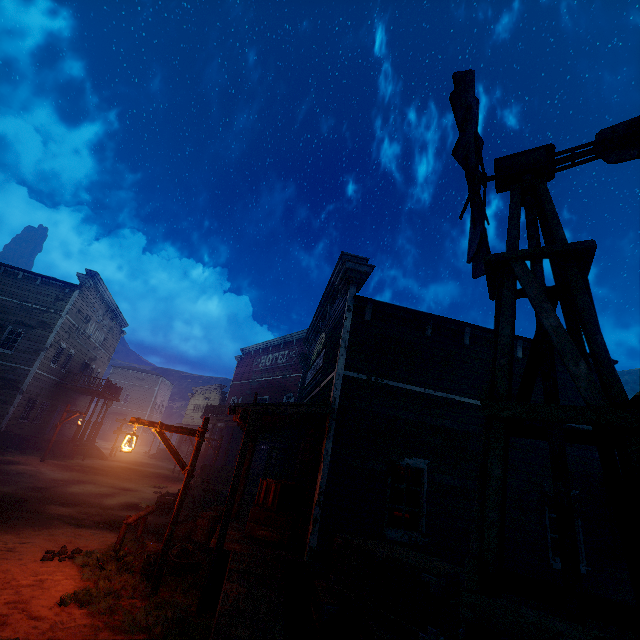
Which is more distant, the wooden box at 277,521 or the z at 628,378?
the z at 628,378

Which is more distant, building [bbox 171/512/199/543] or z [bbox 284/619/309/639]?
building [bbox 171/512/199/543]

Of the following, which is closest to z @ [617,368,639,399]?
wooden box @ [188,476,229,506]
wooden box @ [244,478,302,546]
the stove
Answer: wooden box @ [188,476,229,506]

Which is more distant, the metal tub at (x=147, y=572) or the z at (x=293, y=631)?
the metal tub at (x=147, y=572)

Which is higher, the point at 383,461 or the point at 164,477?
the point at 383,461

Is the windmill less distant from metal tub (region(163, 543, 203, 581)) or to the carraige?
metal tub (region(163, 543, 203, 581))

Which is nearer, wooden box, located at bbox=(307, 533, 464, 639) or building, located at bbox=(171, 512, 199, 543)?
wooden box, located at bbox=(307, 533, 464, 639)

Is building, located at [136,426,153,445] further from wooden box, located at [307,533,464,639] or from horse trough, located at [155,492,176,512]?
horse trough, located at [155,492,176,512]
